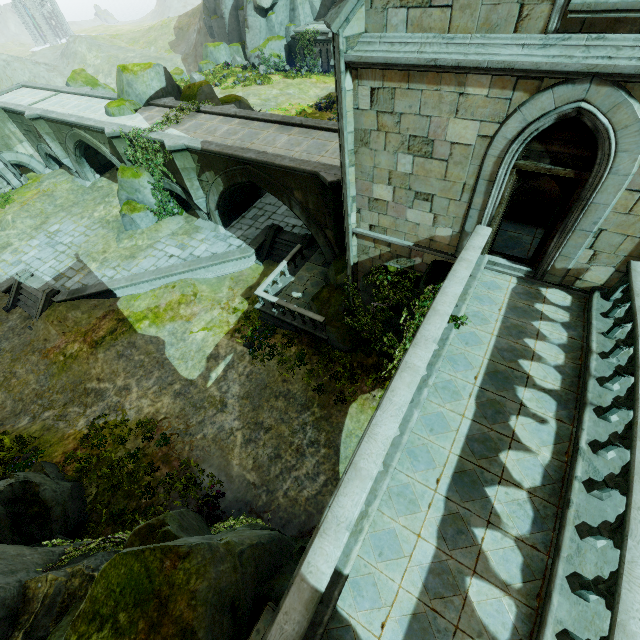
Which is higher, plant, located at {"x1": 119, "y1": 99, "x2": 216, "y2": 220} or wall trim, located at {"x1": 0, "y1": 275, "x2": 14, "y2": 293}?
plant, located at {"x1": 119, "y1": 99, "x2": 216, "y2": 220}

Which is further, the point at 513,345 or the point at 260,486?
the point at 260,486

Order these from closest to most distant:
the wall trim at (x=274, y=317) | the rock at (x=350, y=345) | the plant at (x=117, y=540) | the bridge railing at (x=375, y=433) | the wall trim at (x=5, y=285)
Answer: the bridge railing at (x=375, y=433)
the plant at (x=117, y=540)
the rock at (x=350, y=345)
the wall trim at (x=274, y=317)
the wall trim at (x=5, y=285)

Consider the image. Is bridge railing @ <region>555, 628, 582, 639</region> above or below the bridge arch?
above

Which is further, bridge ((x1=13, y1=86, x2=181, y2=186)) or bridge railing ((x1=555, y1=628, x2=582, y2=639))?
bridge ((x1=13, y1=86, x2=181, y2=186))

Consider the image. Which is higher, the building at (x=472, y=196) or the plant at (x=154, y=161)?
the building at (x=472, y=196)

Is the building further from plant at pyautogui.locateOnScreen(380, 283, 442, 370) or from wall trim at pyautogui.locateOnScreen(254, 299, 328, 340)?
wall trim at pyautogui.locateOnScreen(254, 299, 328, 340)

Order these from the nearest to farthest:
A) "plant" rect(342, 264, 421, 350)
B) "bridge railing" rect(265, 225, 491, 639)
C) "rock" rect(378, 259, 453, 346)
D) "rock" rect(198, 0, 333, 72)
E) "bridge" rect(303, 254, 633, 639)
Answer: "bridge railing" rect(265, 225, 491, 639)
"bridge" rect(303, 254, 633, 639)
"rock" rect(378, 259, 453, 346)
"plant" rect(342, 264, 421, 350)
"rock" rect(198, 0, 333, 72)
